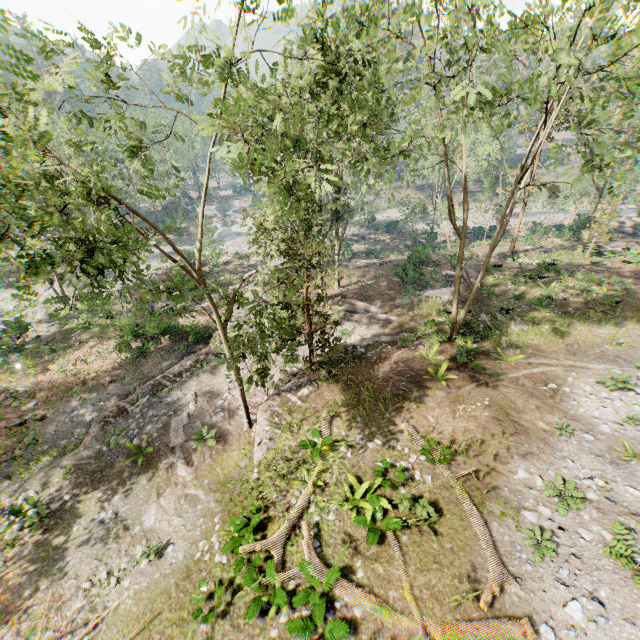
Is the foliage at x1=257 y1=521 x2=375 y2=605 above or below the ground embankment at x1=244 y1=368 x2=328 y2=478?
above

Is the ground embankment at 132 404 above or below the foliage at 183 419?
below

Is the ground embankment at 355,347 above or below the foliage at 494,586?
below

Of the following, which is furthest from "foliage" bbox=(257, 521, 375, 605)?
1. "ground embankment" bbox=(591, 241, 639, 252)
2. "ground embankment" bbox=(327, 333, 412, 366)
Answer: "ground embankment" bbox=(591, 241, 639, 252)

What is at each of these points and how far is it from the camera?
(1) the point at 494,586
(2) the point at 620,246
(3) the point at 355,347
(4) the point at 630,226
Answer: (1) foliage, 8.7 meters
(2) ground embankment, 35.4 meters
(3) ground embankment, 20.8 meters
(4) rock, 44.8 meters

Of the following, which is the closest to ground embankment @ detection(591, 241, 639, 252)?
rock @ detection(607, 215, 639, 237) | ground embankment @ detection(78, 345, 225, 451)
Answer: rock @ detection(607, 215, 639, 237)

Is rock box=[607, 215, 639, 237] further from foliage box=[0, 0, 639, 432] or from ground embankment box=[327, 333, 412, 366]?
ground embankment box=[327, 333, 412, 366]

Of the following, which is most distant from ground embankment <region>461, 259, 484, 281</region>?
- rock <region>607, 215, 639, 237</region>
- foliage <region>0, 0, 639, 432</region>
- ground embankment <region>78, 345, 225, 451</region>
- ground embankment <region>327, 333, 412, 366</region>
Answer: ground embankment <region>78, 345, 225, 451</region>
